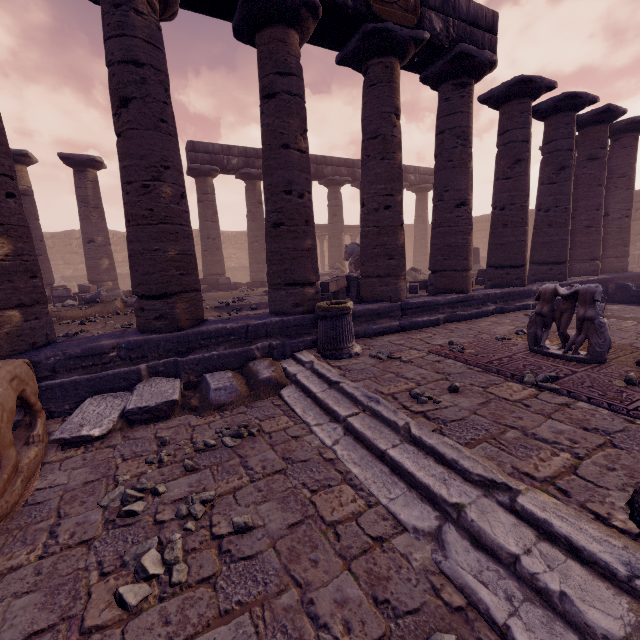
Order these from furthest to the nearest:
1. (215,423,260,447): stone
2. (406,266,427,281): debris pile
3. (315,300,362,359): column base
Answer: (406,266,427,281): debris pile < (315,300,362,359): column base < (215,423,260,447): stone

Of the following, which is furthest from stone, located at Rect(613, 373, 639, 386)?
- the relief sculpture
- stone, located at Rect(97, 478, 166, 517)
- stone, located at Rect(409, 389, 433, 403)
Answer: the relief sculpture

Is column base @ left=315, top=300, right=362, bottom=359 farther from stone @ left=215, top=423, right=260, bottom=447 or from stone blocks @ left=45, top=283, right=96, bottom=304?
stone blocks @ left=45, top=283, right=96, bottom=304

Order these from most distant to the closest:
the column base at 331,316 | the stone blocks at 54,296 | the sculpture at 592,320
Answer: the stone blocks at 54,296 < the column base at 331,316 < the sculpture at 592,320

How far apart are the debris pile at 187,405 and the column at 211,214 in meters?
10.7 m

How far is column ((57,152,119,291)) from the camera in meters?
12.4

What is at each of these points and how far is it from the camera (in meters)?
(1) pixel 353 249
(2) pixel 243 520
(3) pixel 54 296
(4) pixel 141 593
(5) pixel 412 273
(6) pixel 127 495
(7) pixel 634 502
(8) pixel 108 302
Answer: (1) sculpture, 13.72
(2) stone, 2.34
(3) stone blocks, 10.89
(4) stone, 1.91
(5) debris pile, 14.57
(6) stone, 2.73
(7) column base, 2.05
(8) debris pile, 9.05

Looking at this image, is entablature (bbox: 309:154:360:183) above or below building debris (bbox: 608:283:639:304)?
above
